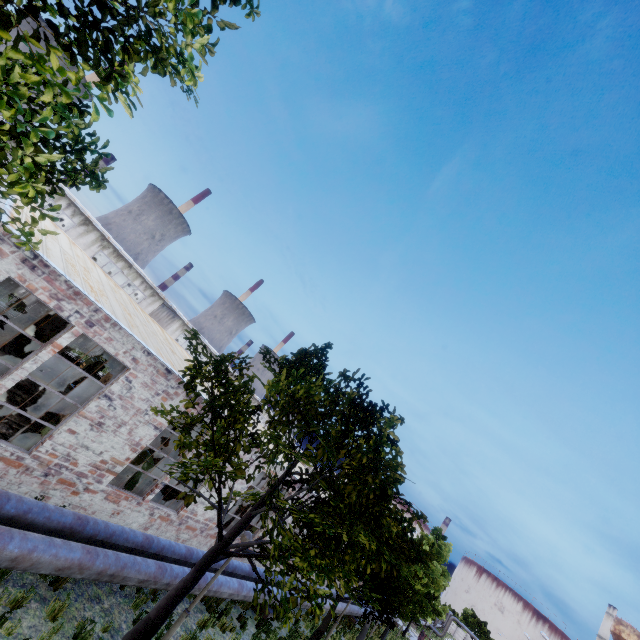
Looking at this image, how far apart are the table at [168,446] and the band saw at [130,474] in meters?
9.8

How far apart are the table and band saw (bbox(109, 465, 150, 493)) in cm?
976

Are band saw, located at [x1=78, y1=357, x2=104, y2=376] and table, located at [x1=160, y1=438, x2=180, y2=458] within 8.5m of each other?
yes

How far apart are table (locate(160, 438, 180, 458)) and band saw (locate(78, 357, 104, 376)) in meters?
6.1 m

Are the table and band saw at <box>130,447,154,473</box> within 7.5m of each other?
no

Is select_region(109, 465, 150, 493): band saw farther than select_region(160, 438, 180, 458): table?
No

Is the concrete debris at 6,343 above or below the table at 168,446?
below

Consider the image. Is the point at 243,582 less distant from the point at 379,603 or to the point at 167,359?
the point at 379,603
